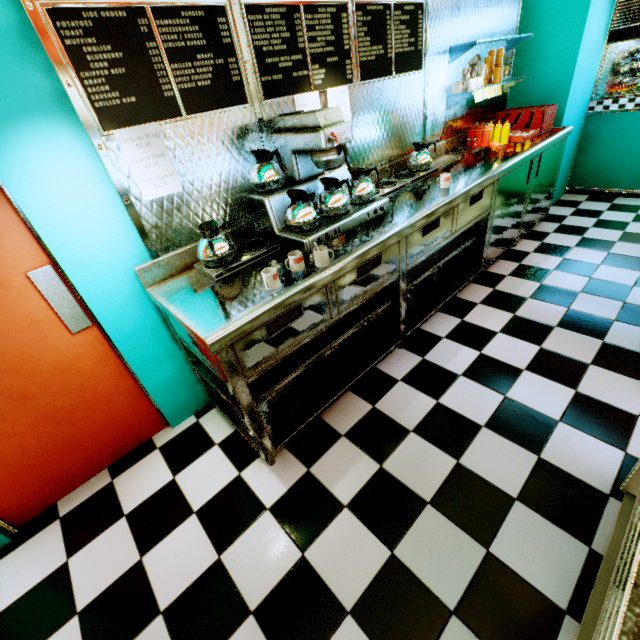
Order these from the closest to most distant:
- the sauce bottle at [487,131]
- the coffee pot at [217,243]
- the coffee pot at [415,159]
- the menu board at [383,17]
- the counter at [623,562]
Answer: the counter at [623,562]
the coffee pot at [217,243]
the menu board at [383,17]
the coffee pot at [415,159]
the sauce bottle at [487,131]

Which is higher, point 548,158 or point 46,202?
point 46,202

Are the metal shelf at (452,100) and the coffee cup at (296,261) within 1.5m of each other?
no

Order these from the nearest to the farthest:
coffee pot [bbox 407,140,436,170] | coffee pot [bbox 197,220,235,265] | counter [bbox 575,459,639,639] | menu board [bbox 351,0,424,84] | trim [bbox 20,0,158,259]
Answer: counter [bbox 575,459,639,639] → trim [bbox 20,0,158,259] → coffee pot [bbox 197,220,235,265] → menu board [bbox 351,0,424,84] → coffee pot [bbox 407,140,436,170]

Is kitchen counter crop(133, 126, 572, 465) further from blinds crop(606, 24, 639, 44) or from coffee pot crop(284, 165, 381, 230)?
blinds crop(606, 24, 639, 44)

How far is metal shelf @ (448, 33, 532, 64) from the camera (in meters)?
3.08

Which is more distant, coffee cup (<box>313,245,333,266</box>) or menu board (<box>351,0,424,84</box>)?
menu board (<box>351,0,424,84</box>)

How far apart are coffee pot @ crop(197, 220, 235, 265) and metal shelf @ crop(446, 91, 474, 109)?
3.04m
